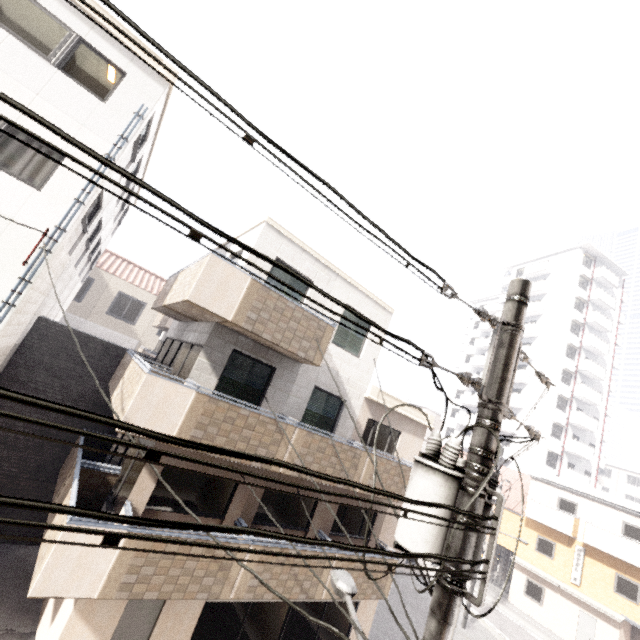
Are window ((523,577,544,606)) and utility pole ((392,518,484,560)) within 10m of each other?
no

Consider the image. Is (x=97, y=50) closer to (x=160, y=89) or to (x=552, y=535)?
(x=160, y=89)

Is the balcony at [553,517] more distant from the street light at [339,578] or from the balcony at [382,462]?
the street light at [339,578]

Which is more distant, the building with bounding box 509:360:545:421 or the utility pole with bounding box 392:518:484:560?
the building with bounding box 509:360:545:421

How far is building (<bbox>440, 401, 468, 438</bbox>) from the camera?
45.7m

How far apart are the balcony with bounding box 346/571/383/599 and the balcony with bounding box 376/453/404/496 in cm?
158

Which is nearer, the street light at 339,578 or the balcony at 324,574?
the street light at 339,578

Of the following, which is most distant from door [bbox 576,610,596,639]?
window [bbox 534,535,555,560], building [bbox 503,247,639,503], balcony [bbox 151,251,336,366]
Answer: balcony [bbox 151,251,336,366]
